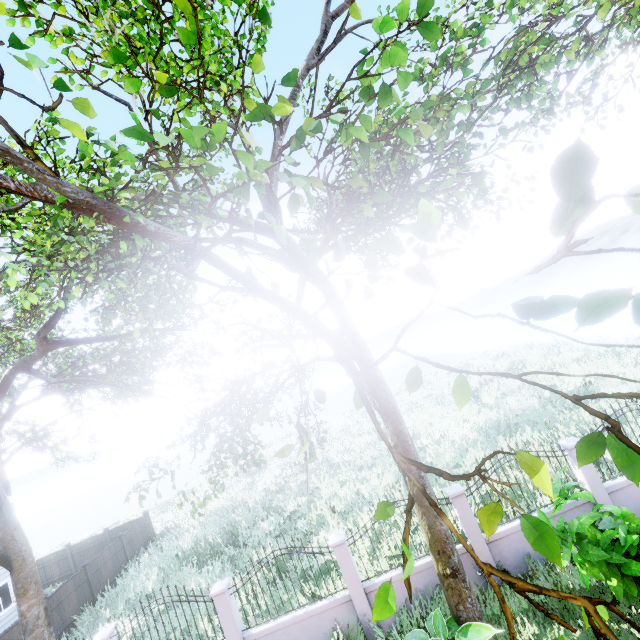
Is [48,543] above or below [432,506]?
below

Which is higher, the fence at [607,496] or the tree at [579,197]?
the tree at [579,197]

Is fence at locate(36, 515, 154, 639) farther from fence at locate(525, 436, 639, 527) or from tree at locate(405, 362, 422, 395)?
tree at locate(405, 362, 422, 395)

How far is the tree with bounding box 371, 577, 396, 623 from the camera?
1.2 meters

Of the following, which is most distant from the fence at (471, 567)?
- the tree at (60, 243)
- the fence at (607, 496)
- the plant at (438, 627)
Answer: the tree at (60, 243)

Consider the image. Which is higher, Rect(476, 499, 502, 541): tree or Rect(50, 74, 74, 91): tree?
Rect(50, 74, 74, 91): tree

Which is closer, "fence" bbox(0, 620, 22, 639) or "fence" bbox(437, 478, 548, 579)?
"fence" bbox(437, 478, 548, 579)

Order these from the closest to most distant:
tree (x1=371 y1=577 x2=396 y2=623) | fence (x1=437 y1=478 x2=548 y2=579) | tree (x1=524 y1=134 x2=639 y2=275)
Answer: tree (x1=524 y1=134 x2=639 y2=275) < tree (x1=371 y1=577 x2=396 y2=623) < fence (x1=437 y1=478 x2=548 y2=579)
